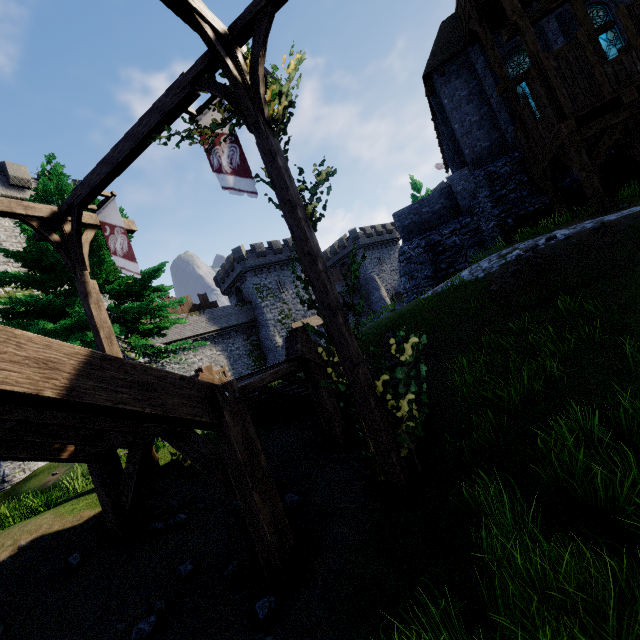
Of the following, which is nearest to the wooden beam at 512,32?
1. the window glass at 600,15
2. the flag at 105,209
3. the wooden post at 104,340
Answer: the window glass at 600,15

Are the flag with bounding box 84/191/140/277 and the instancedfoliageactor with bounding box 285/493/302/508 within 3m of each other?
no

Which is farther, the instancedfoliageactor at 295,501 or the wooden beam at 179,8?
the instancedfoliageactor at 295,501

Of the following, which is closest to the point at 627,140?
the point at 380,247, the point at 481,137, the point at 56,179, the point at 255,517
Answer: the point at 481,137

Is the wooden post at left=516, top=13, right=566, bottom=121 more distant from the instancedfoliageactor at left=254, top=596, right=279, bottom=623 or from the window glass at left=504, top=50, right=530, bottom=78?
the instancedfoliageactor at left=254, top=596, right=279, bottom=623

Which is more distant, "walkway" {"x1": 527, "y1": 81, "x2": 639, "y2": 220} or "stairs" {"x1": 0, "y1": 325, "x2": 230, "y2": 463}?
"walkway" {"x1": 527, "y1": 81, "x2": 639, "y2": 220}

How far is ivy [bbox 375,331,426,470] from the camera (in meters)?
5.03

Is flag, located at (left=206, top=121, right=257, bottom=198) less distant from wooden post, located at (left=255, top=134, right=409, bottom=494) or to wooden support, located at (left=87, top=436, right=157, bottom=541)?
wooden post, located at (left=255, top=134, right=409, bottom=494)
